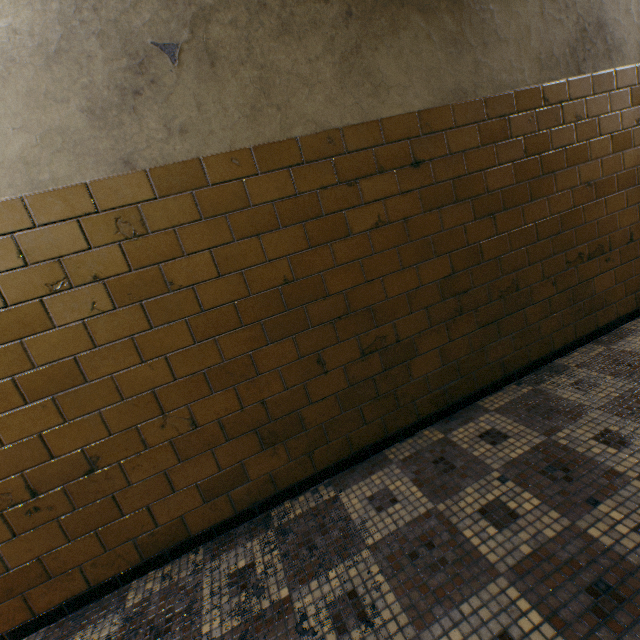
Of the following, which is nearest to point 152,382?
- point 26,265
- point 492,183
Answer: point 26,265
